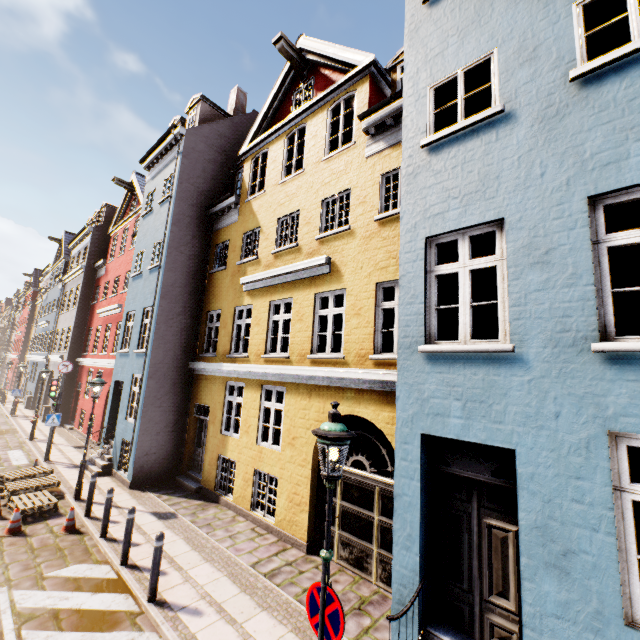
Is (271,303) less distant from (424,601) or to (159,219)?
(159,219)

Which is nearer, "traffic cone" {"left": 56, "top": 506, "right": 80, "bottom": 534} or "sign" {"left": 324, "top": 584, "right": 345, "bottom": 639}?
"sign" {"left": 324, "top": 584, "right": 345, "bottom": 639}

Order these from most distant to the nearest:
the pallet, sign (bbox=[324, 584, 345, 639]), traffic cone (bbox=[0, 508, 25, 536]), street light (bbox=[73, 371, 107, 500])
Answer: street light (bbox=[73, 371, 107, 500]) → the pallet → traffic cone (bbox=[0, 508, 25, 536]) → sign (bbox=[324, 584, 345, 639])

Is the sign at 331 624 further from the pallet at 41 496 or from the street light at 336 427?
the pallet at 41 496

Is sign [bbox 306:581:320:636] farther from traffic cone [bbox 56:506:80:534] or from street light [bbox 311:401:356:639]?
traffic cone [bbox 56:506:80:534]

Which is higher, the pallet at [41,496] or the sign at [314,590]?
the sign at [314,590]

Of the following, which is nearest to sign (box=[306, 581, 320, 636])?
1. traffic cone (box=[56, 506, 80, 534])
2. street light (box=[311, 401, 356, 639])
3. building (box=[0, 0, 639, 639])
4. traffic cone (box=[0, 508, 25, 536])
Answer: street light (box=[311, 401, 356, 639])

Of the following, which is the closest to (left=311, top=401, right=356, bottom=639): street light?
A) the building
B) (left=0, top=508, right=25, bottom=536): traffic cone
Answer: the building
